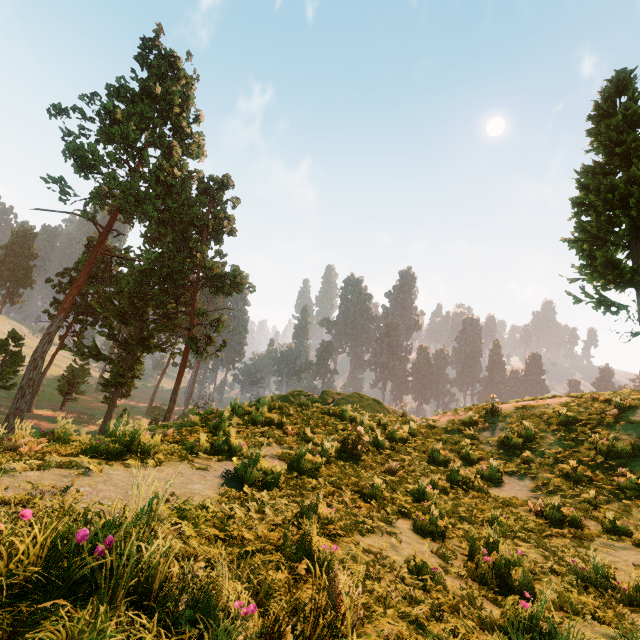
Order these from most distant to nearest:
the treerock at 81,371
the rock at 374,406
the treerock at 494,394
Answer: the treerock at 81,371 → the treerock at 494,394 → the rock at 374,406

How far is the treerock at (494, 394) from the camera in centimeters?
1321cm

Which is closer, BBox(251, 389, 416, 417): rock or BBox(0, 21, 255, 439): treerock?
BBox(251, 389, 416, 417): rock

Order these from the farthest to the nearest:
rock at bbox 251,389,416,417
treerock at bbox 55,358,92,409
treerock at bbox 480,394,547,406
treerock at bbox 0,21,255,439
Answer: treerock at bbox 55,358,92,409 < treerock at bbox 0,21,255,439 < treerock at bbox 480,394,547,406 < rock at bbox 251,389,416,417

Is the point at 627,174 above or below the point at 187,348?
above

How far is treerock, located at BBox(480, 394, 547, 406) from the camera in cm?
1321

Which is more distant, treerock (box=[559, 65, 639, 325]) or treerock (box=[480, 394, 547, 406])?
treerock (box=[559, 65, 639, 325])
